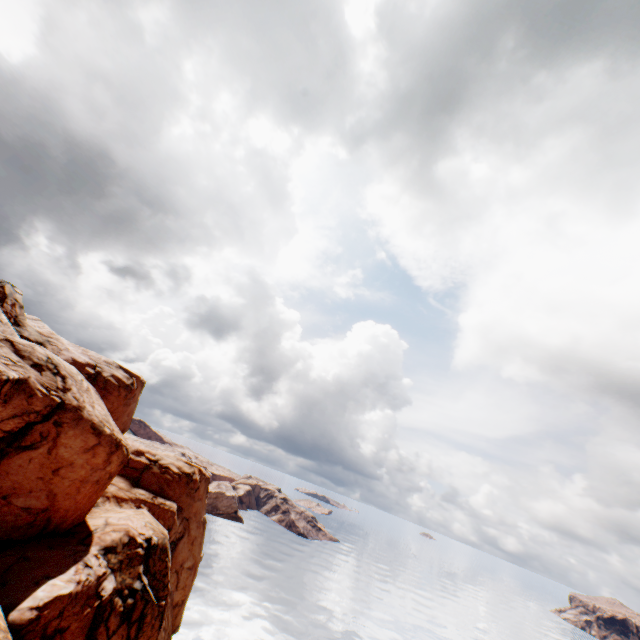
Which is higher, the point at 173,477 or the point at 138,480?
the point at 173,477
